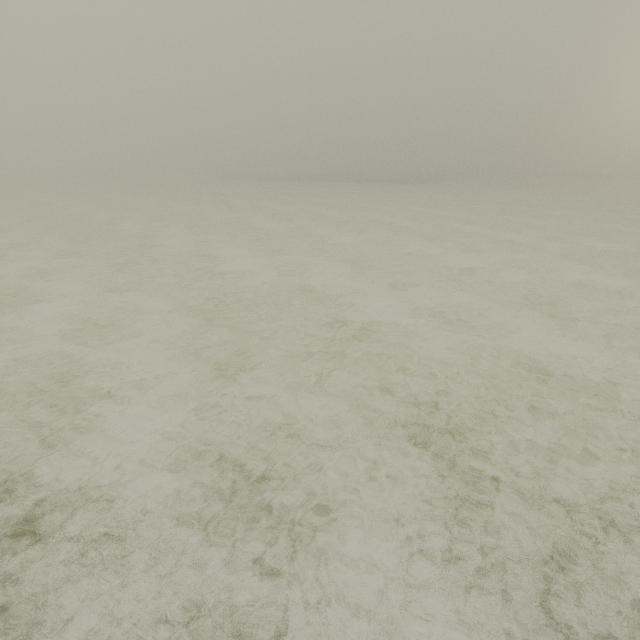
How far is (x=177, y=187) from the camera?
50.0m
